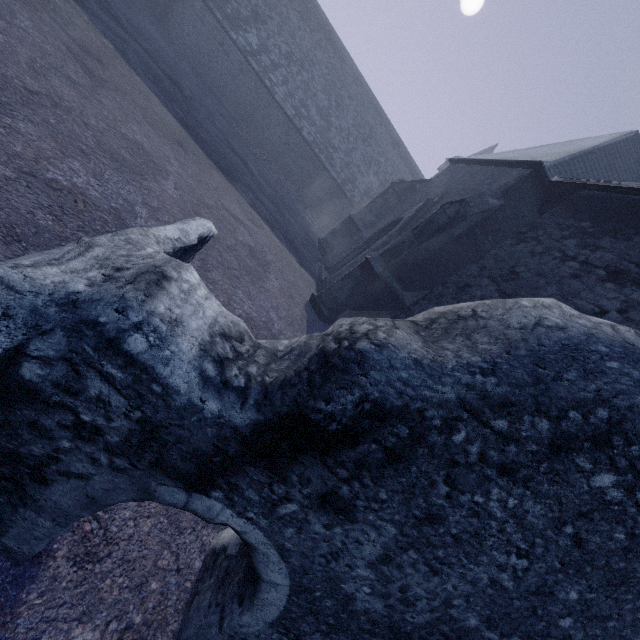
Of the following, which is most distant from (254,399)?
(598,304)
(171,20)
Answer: (171,20)
